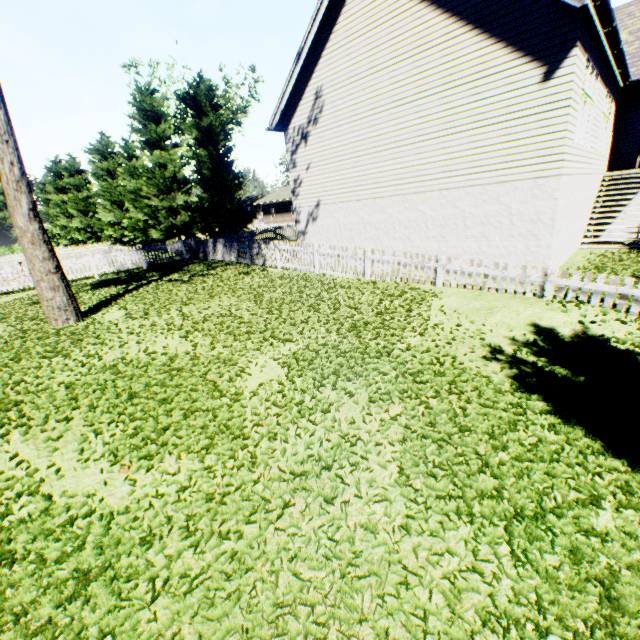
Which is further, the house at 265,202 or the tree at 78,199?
the house at 265,202

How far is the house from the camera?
48.16m

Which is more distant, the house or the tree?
the house

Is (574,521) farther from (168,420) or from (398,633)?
(168,420)

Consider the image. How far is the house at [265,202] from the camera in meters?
48.2 m
